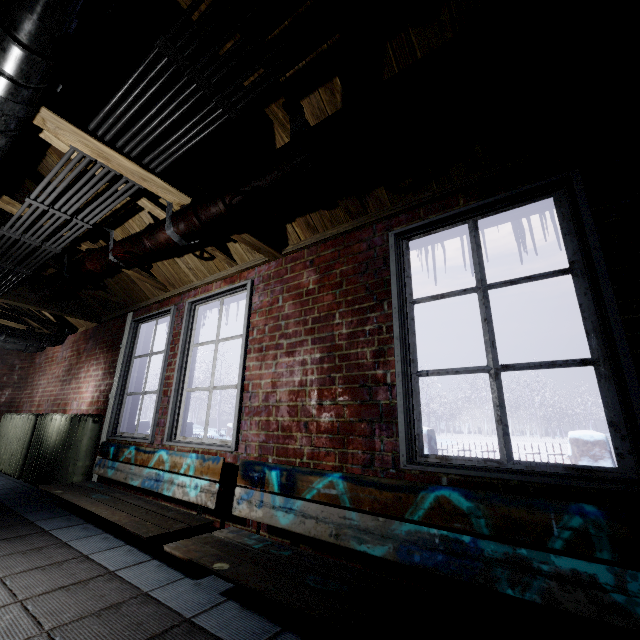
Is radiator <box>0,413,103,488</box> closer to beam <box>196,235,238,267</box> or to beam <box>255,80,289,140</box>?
beam <box>196,235,238,267</box>

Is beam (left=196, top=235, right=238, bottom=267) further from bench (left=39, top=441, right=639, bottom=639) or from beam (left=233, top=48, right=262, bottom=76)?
bench (left=39, top=441, right=639, bottom=639)

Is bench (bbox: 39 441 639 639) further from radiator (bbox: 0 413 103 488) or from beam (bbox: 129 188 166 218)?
radiator (bbox: 0 413 103 488)

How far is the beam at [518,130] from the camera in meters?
1.3

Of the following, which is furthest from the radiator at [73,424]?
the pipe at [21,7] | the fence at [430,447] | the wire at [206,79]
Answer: the fence at [430,447]

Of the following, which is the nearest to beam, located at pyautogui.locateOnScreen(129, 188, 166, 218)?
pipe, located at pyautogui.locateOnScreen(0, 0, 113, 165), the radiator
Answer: pipe, located at pyautogui.locateOnScreen(0, 0, 113, 165)

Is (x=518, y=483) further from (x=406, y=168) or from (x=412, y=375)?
(x=406, y=168)

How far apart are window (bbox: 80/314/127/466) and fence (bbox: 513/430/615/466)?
3.7m
